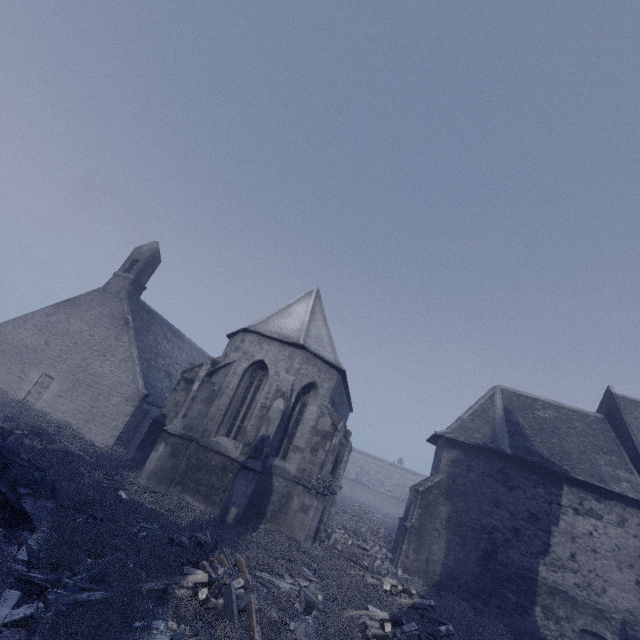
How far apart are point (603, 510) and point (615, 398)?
7.37m
